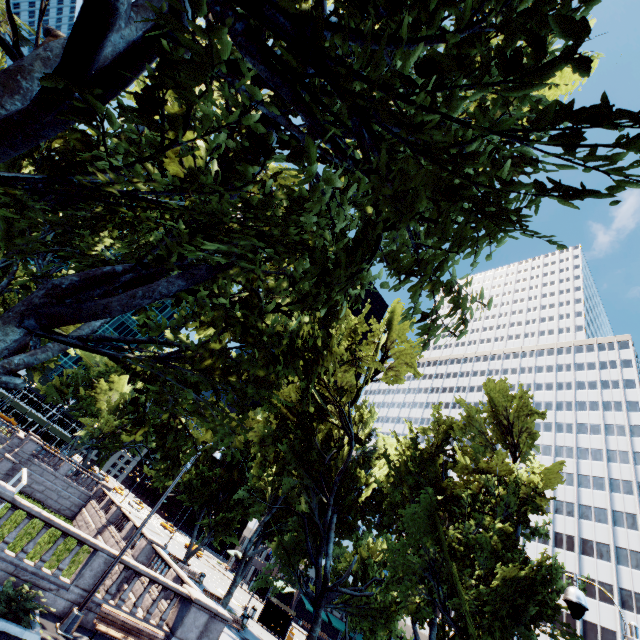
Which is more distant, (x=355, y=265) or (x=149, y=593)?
(x=149, y=593)

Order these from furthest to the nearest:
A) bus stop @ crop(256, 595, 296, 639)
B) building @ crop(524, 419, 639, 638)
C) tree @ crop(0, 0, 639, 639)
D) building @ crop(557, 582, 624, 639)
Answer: building @ crop(524, 419, 639, 638) < building @ crop(557, 582, 624, 639) < bus stop @ crop(256, 595, 296, 639) < tree @ crop(0, 0, 639, 639)

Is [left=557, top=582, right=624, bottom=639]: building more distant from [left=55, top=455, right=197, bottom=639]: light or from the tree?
[left=55, top=455, right=197, bottom=639]: light

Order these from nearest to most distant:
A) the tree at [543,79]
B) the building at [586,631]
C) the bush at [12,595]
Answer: the tree at [543,79] → the bush at [12,595] → the building at [586,631]

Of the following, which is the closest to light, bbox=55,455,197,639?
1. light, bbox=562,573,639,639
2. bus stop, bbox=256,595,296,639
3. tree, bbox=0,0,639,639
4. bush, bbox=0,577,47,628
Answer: bush, bbox=0,577,47,628

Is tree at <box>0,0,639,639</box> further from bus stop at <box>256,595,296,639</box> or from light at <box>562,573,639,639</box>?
bus stop at <box>256,595,296,639</box>

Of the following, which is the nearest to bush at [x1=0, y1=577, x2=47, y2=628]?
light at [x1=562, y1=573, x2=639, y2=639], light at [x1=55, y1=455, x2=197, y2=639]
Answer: light at [x1=55, y1=455, x2=197, y2=639]

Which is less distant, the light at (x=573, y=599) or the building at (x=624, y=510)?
the light at (x=573, y=599)
